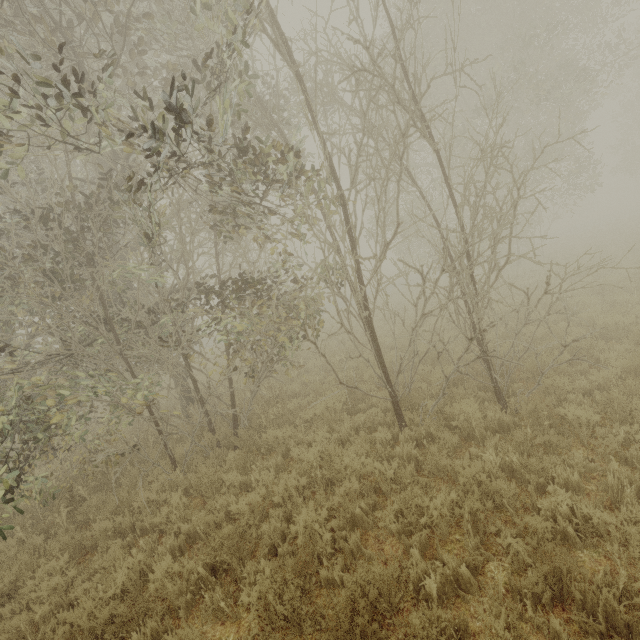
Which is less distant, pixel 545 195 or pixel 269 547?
pixel 269 547
